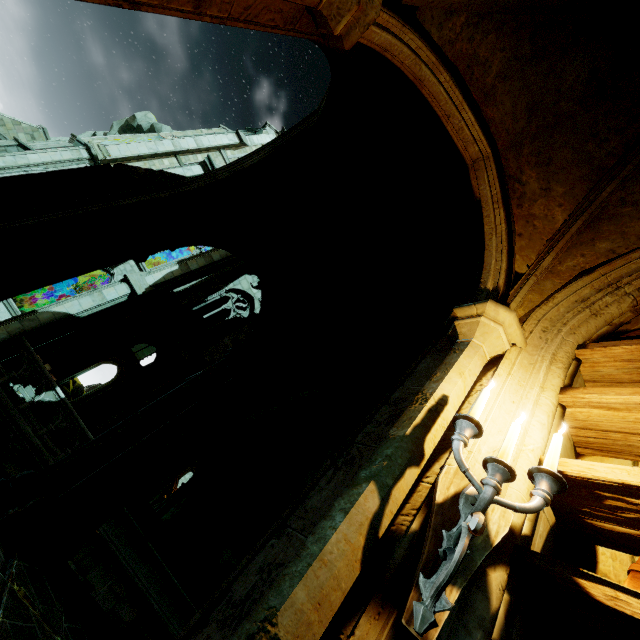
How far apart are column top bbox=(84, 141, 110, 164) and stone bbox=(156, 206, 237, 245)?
16.6m

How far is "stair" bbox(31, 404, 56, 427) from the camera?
13.9 meters

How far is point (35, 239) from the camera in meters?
3.8 m

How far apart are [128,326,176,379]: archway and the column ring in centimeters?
1442cm

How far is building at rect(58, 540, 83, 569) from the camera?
3.7m

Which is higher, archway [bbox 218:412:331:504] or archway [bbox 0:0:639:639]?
archway [bbox 218:412:331:504]

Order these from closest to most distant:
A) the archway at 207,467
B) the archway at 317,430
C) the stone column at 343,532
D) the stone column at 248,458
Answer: the stone column at 343,532, the stone column at 248,458, the archway at 317,430, the archway at 207,467

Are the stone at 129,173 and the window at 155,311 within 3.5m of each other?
no
